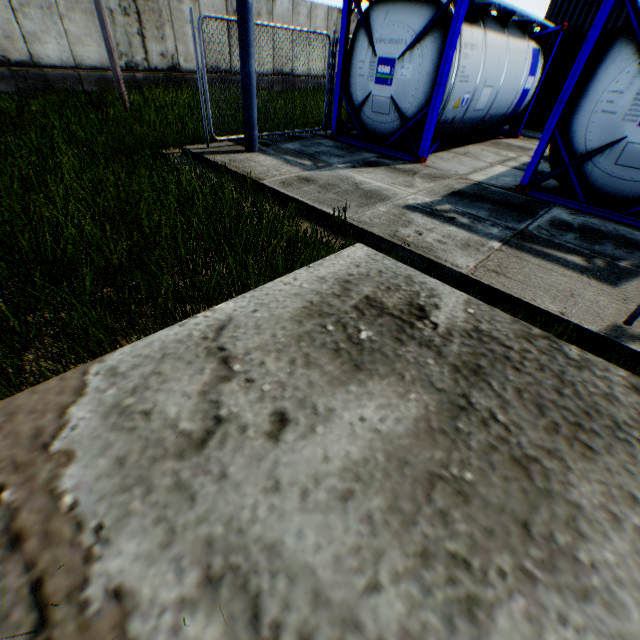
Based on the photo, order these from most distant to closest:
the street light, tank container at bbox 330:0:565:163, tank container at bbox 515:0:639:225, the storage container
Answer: the storage container
tank container at bbox 330:0:565:163
the street light
tank container at bbox 515:0:639:225

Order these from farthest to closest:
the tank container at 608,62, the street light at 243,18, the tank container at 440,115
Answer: the tank container at 440,115, the street light at 243,18, the tank container at 608,62

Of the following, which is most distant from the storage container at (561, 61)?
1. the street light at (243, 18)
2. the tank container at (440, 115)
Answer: the street light at (243, 18)

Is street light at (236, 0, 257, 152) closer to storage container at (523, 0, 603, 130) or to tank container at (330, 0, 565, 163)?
tank container at (330, 0, 565, 163)

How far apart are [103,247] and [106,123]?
6.73m

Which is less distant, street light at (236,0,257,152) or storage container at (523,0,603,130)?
street light at (236,0,257,152)
